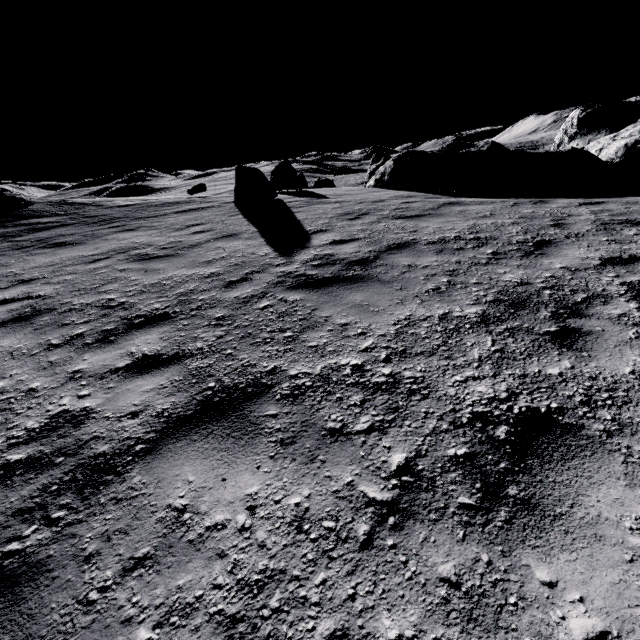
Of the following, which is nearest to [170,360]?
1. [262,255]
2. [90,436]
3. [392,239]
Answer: [90,436]

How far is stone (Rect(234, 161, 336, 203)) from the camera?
11.16m

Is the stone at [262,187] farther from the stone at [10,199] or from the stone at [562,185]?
the stone at [10,199]

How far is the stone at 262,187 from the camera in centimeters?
1116cm

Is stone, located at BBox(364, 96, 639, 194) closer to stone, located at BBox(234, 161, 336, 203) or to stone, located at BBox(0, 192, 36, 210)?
stone, located at BBox(234, 161, 336, 203)

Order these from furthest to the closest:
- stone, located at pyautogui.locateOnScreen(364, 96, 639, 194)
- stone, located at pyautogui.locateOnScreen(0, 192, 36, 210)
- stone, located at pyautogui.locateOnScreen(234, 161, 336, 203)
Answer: stone, located at pyautogui.locateOnScreen(0, 192, 36, 210)
stone, located at pyautogui.locateOnScreen(364, 96, 639, 194)
stone, located at pyautogui.locateOnScreen(234, 161, 336, 203)

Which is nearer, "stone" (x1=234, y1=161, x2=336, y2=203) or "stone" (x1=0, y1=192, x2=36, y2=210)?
"stone" (x1=234, y1=161, x2=336, y2=203)
